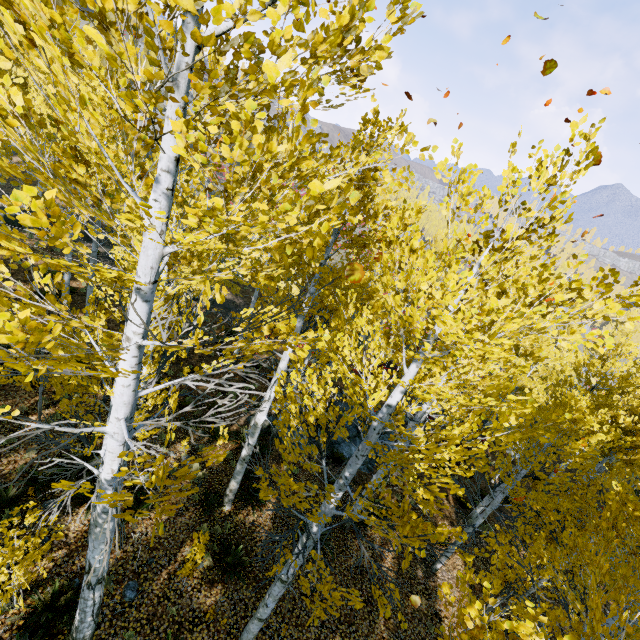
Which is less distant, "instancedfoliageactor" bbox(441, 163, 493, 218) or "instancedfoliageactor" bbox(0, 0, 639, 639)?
"instancedfoliageactor" bbox(0, 0, 639, 639)

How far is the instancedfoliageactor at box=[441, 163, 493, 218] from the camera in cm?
247

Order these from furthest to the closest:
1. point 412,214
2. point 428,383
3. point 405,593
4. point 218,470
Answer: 1. point 218,470
2. point 405,593
3. point 428,383
4. point 412,214

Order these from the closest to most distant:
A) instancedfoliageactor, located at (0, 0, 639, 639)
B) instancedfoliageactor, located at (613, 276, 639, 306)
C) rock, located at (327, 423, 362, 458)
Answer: instancedfoliageactor, located at (0, 0, 639, 639)
instancedfoliageactor, located at (613, 276, 639, 306)
rock, located at (327, 423, 362, 458)

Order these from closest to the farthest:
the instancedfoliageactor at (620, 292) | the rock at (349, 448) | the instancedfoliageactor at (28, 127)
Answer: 1. the instancedfoliageactor at (28, 127)
2. the instancedfoliageactor at (620, 292)
3. the rock at (349, 448)

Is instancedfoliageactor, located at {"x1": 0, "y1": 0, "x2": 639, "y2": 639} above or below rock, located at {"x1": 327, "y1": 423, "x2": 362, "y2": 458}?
above

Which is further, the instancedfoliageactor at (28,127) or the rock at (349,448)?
the rock at (349,448)

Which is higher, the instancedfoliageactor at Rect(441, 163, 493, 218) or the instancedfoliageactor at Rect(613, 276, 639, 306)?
the instancedfoliageactor at Rect(441, 163, 493, 218)
